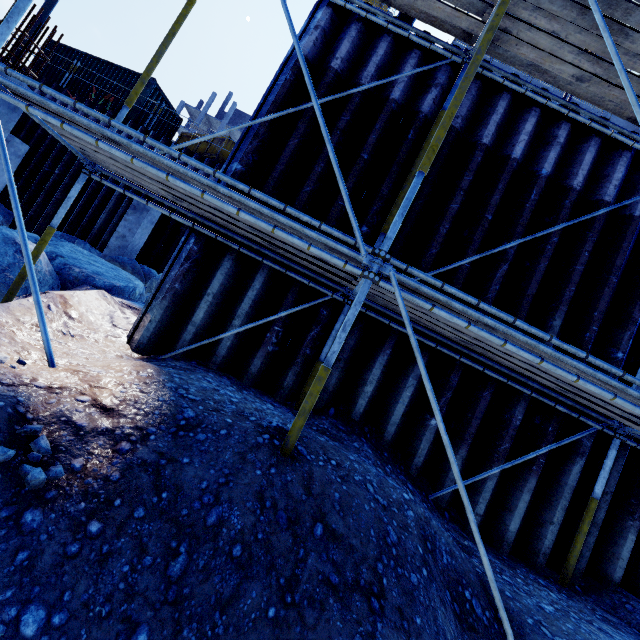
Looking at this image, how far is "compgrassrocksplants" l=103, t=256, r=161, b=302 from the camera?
8.8m

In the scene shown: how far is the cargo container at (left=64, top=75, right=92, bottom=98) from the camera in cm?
1448

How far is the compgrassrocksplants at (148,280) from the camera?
8.8 meters

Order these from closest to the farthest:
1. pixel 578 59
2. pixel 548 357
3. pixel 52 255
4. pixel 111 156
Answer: pixel 548 357 < pixel 111 156 < pixel 578 59 < pixel 52 255

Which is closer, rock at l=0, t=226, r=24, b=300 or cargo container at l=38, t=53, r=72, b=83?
rock at l=0, t=226, r=24, b=300

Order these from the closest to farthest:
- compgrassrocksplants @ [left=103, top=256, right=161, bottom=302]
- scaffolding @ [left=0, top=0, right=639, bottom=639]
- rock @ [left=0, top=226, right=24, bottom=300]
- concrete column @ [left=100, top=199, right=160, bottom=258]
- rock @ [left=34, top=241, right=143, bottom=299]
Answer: scaffolding @ [left=0, top=0, right=639, bottom=639] < rock @ [left=0, top=226, right=24, bottom=300] < rock @ [left=34, top=241, right=143, bottom=299] < compgrassrocksplants @ [left=103, top=256, right=161, bottom=302] < concrete column @ [left=100, top=199, right=160, bottom=258]

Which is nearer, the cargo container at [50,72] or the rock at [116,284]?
the rock at [116,284]
